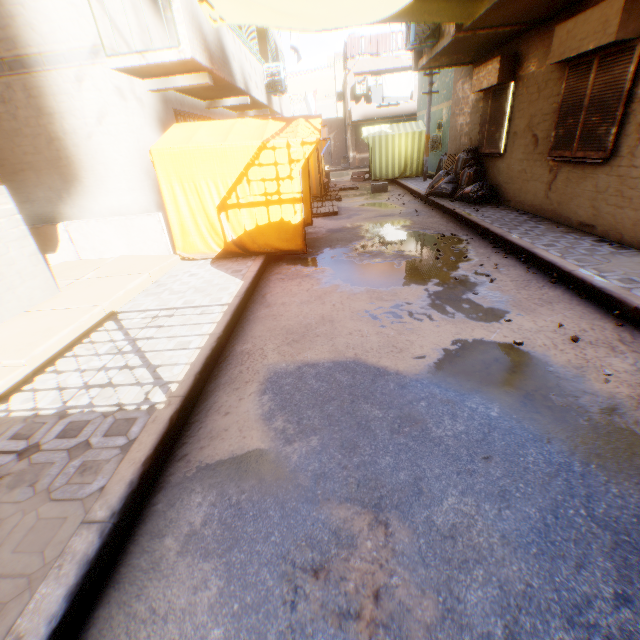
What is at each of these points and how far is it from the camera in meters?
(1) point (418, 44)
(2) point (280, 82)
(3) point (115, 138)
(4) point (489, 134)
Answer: (1) air conditioner, 8.4
(2) air conditioner, 11.6
(3) building, 6.0
(4) shutter, 8.9

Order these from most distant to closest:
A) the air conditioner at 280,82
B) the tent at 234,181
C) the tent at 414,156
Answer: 1. the tent at 414,156
2. the air conditioner at 280,82
3. the tent at 234,181

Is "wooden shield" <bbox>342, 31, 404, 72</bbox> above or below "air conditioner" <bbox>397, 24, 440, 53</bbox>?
above

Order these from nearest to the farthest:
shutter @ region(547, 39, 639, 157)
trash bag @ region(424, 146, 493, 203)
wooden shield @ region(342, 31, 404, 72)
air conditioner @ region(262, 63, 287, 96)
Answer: shutter @ region(547, 39, 639, 157)
trash bag @ region(424, 146, 493, 203)
air conditioner @ region(262, 63, 287, 96)
wooden shield @ region(342, 31, 404, 72)

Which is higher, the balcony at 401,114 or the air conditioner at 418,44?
the air conditioner at 418,44

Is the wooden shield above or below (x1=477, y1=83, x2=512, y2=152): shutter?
above

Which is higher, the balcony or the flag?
the flag

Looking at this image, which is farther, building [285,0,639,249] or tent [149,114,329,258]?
tent [149,114,329,258]
